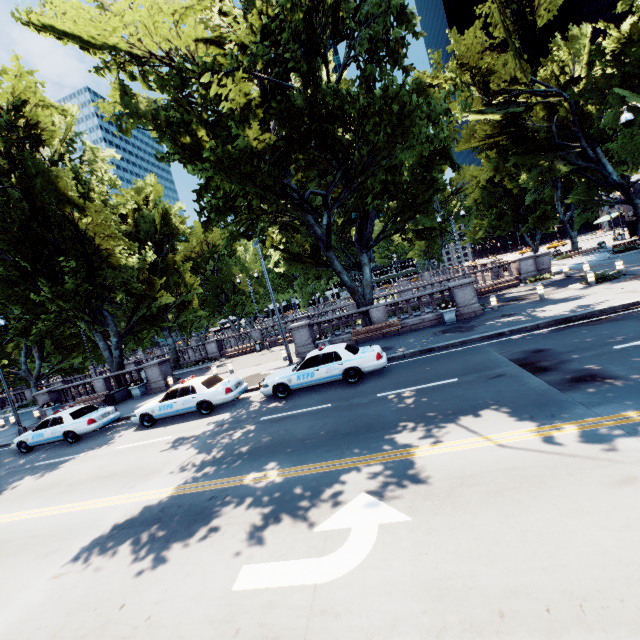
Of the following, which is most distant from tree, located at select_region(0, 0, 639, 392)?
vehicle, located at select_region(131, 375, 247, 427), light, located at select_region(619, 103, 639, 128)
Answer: vehicle, located at select_region(131, 375, 247, 427)

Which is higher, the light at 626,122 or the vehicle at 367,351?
the light at 626,122

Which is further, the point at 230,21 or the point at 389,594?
the point at 230,21

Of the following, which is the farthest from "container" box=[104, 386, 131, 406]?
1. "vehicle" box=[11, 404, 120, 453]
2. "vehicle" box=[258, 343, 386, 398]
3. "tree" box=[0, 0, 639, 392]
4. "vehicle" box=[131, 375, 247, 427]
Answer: "vehicle" box=[258, 343, 386, 398]

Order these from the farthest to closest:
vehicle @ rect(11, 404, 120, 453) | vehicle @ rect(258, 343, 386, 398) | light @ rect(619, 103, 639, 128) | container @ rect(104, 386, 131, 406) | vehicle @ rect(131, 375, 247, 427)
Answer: container @ rect(104, 386, 131, 406) → vehicle @ rect(11, 404, 120, 453) → vehicle @ rect(131, 375, 247, 427) → light @ rect(619, 103, 639, 128) → vehicle @ rect(258, 343, 386, 398)

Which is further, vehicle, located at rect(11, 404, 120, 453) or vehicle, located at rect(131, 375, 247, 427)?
vehicle, located at rect(11, 404, 120, 453)

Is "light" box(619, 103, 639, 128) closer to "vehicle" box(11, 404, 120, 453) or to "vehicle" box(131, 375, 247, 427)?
"vehicle" box(131, 375, 247, 427)

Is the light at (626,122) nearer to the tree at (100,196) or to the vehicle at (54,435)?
the tree at (100,196)
